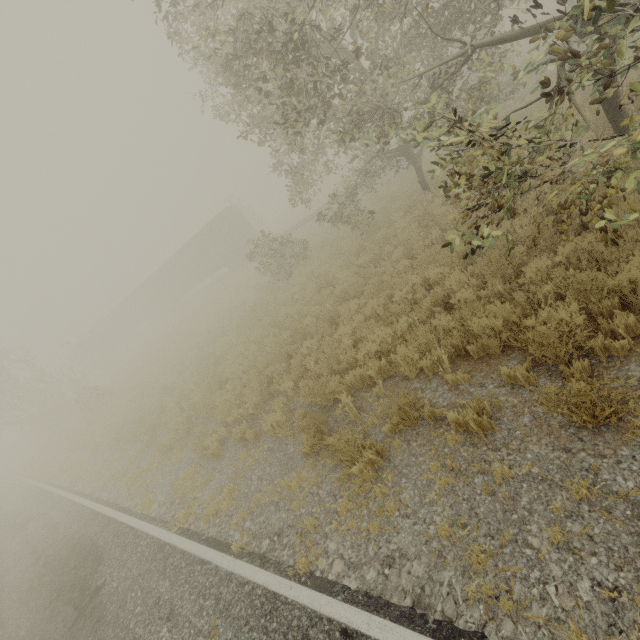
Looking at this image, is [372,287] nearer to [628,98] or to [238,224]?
[628,98]

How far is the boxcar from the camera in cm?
2912

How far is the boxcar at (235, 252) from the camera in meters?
29.1
